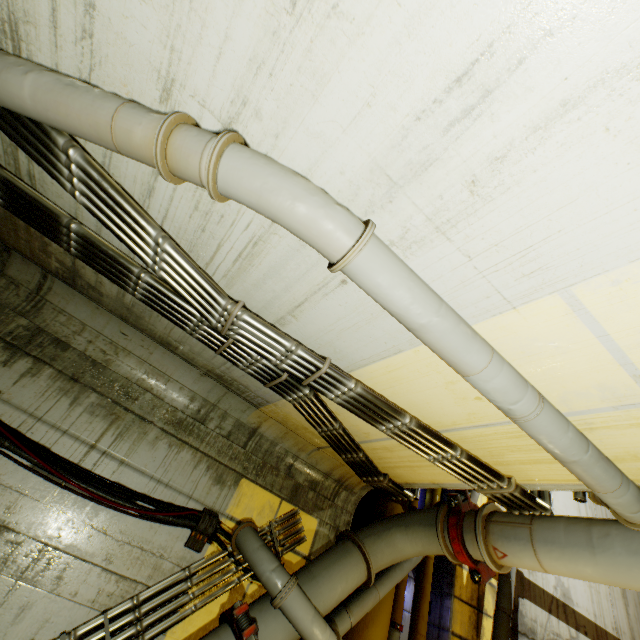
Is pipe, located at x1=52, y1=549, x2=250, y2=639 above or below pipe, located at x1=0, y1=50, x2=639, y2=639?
below

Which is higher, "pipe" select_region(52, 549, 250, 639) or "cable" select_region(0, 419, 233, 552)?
"cable" select_region(0, 419, 233, 552)

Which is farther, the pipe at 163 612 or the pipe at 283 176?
the pipe at 163 612

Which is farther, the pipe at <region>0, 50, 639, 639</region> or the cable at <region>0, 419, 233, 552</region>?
the cable at <region>0, 419, 233, 552</region>

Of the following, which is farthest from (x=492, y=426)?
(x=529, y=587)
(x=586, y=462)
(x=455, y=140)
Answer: (x=529, y=587)

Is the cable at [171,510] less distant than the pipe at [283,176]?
No

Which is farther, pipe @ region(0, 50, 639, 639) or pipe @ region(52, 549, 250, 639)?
pipe @ region(52, 549, 250, 639)
